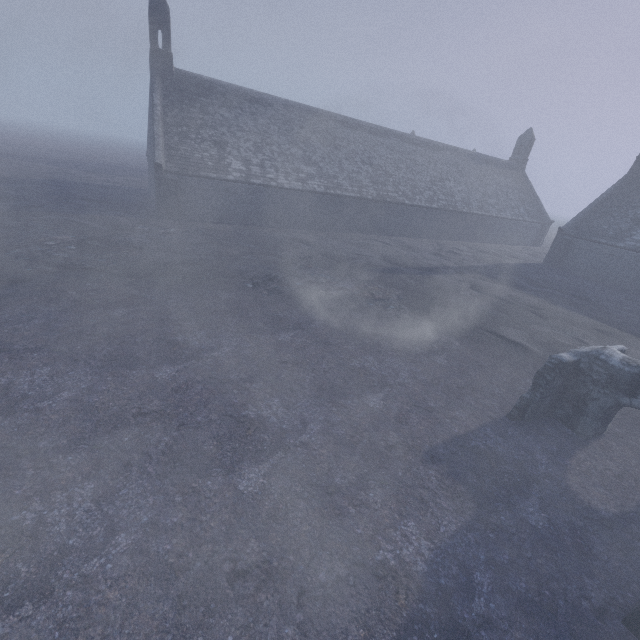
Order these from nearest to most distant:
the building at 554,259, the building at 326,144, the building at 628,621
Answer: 1. the building at 628,621
2. the building at 326,144
3. the building at 554,259

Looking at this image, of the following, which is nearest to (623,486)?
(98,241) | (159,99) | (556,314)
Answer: (556,314)

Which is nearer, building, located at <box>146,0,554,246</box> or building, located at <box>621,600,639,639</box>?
building, located at <box>621,600,639,639</box>

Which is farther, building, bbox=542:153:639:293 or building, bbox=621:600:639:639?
building, bbox=542:153:639:293

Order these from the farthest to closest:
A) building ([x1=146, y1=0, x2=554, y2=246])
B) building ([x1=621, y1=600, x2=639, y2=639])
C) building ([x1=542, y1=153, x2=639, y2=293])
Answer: building ([x1=542, y1=153, x2=639, y2=293]) < building ([x1=146, y1=0, x2=554, y2=246]) < building ([x1=621, y1=600, x2=639, y2=639])

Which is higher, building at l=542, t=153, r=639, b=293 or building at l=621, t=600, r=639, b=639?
building at l=542, t=153, r=639, b=293

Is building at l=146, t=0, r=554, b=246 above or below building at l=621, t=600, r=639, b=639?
above

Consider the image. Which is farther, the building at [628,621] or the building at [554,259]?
the building at [554,259]
